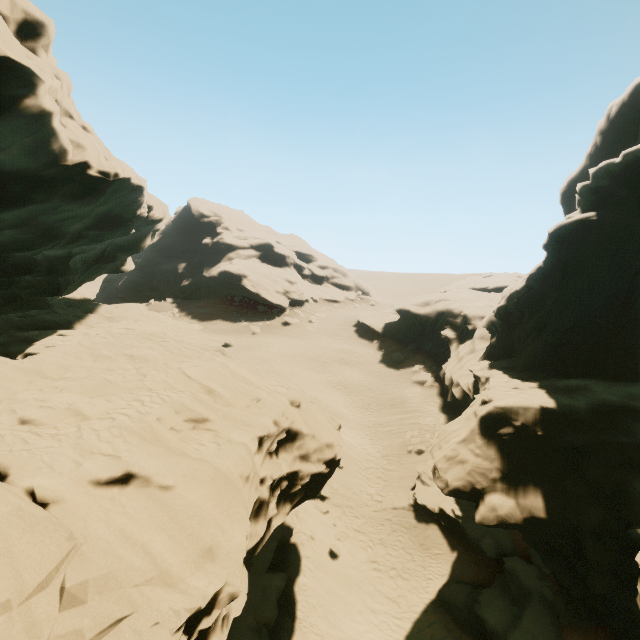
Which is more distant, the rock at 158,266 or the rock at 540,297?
the rock at 540,297

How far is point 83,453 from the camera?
6.7 meters

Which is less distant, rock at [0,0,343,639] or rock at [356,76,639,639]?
rock at [0,0,343,639]
